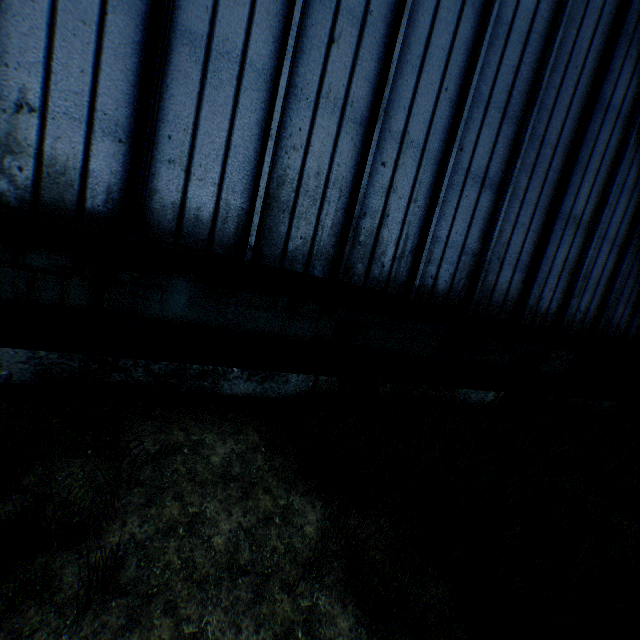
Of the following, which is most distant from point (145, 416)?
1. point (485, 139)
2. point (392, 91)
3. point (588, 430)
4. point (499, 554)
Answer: point (588, 430)
